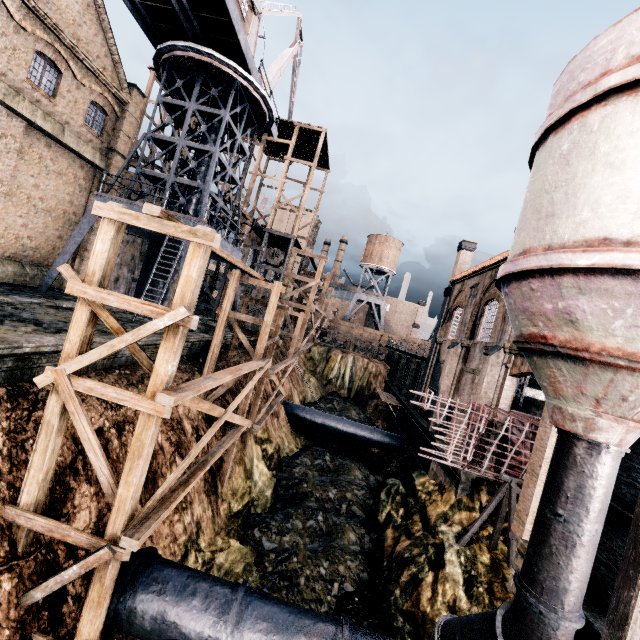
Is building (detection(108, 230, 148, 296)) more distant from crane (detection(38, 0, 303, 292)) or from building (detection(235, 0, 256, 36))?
building (detection(235, 0, 256, 36))

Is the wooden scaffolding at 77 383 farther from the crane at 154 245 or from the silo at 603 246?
the silo at 603 246

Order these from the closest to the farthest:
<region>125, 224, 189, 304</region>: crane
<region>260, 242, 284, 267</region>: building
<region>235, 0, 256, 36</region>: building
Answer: <region>125, 224, 189, 304</region>: crane
<region>235, 0, 256, 36</region>: building
<region>260, 242, 284, 267</region>: building

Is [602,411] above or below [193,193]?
below

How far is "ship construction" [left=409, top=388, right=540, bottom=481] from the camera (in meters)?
13.83

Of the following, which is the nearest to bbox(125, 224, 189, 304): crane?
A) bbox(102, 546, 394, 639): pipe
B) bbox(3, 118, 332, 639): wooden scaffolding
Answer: bbox(3, 118, 332, 639): wooden scaffolding

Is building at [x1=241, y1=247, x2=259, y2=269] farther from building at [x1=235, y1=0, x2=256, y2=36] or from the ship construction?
building at [x1=235, y1=0, x2=256, y2=36]

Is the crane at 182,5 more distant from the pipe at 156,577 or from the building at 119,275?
the pipe at 156,577
